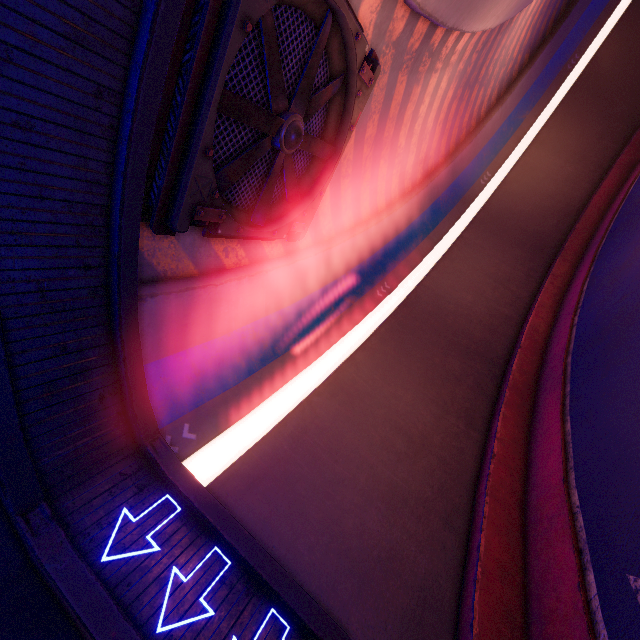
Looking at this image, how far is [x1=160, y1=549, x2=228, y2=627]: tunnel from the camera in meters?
5.0 m

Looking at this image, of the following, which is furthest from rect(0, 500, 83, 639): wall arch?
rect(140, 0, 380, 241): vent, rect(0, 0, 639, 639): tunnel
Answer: rect(140, 0, 380, 241): vent

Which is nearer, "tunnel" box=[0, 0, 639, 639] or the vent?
"tunnel" box=[0, 0, 639, 639]

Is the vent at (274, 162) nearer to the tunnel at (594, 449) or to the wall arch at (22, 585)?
the tunnel at (594, 449)

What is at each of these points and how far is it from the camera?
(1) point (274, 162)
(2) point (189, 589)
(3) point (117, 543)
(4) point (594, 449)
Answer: (1) vent, 8.0 meters
(2) tunnel, 5.4 meters
(3) tunnel, 5.5 meters
(4) tunnel, 9.3 meters

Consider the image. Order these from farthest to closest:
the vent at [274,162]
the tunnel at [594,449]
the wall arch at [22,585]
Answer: the vent at [274,162] < the tunnel at [594,449] < the wall arch at [22,585]

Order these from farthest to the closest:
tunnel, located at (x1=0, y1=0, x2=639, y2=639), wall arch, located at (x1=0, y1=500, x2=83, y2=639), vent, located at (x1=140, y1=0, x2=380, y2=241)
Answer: vent, located at (x1=140, y1=0, x2=380, y2=241) → tunnel, located at (x1=0, y1=0, x2=639, y2=639) → wall arch, located at (x1=0, y1=500, x2=83, y2=639)
